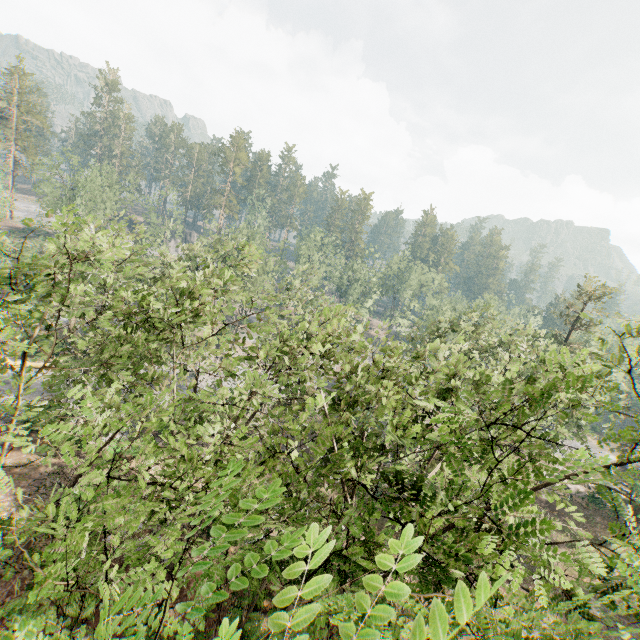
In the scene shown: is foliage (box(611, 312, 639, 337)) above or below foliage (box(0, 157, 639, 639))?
above

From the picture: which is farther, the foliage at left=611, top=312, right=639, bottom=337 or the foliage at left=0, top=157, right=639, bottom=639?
the foliage at left=611, top=312, right=639, bottom=337

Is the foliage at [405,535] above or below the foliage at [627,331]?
below

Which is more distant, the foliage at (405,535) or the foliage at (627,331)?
the foliage at (627,331)

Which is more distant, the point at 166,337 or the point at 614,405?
the point at 166,337
